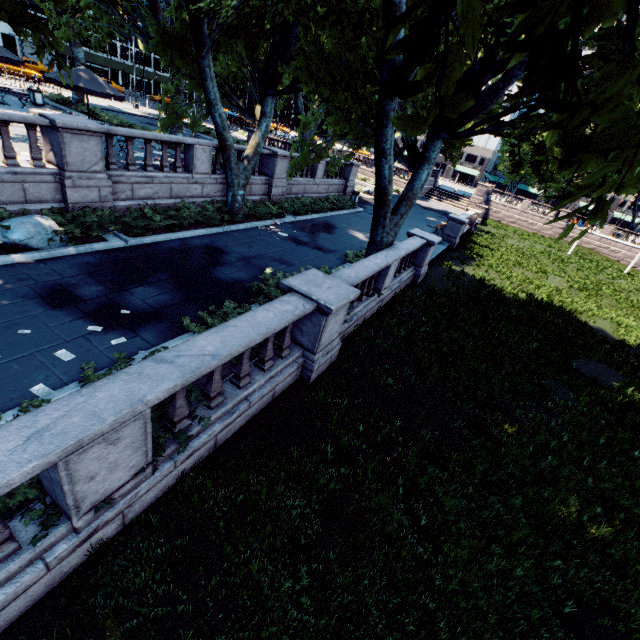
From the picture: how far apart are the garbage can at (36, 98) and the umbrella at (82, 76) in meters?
9.6

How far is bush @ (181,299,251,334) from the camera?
7.11m

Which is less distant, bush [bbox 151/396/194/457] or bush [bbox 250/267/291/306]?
bush [bbox 151/396/194/457]

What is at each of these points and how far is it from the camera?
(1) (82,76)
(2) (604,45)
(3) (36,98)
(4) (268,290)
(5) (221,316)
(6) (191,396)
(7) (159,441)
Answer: (1) umbrella, 13.1 meters
(2) tree, 8.1 meters
(3) garbage can, 20.4 meters
(4) bush, 8.9 meters
(5) bush, 7.6 meters
(6) bush, 5.6 meters
(7) bush, 4.8 meters

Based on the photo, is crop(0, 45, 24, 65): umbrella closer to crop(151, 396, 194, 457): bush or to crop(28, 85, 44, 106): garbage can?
crop(28, 85, 44, 106): garbage can

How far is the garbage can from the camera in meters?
20.2

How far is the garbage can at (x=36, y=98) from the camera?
20.22m

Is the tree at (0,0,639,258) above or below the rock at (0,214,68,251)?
above
